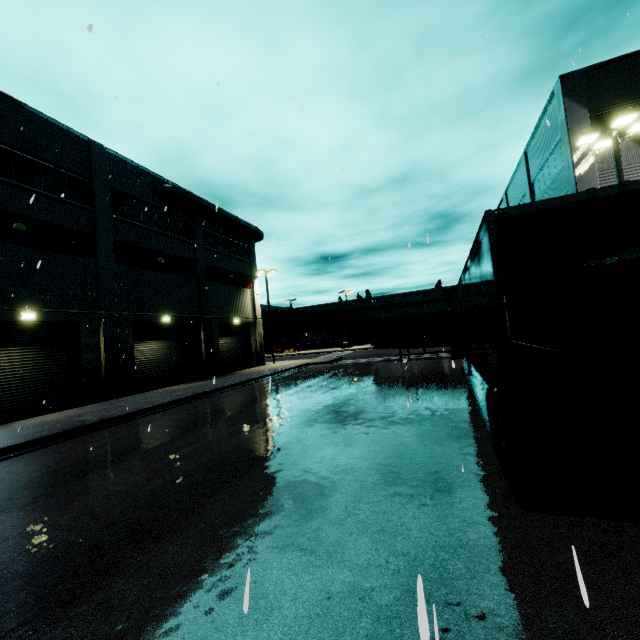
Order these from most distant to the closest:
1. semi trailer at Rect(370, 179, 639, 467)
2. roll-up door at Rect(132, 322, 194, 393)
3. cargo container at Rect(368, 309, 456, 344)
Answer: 1. cargo container at Rect(368, 309, 456, 344)
2. roll-up door at Rect(132, 322, 194, 393)
3. semi trailer at Rect(370, 179, 639, 467)

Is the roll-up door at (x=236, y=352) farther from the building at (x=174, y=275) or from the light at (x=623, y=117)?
the light at (x=623, y=117)

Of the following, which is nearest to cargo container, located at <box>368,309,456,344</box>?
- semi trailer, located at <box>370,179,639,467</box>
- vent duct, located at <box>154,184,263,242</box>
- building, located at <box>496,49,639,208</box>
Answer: semi trailer, located at <box>370,179,639,467</box>

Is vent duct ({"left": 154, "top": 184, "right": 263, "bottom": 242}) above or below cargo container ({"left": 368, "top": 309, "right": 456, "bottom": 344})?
above

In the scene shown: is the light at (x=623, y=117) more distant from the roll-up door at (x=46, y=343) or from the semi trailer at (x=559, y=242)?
the roll-up door at (x=46, y=343)

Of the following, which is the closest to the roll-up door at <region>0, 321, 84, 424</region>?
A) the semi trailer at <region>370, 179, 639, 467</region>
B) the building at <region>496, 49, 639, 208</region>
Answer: the building at <region>496, 49, 639, 208</region>

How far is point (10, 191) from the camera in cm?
1473

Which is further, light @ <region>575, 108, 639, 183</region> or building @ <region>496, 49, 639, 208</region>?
Answer: building @ <region>496, 49, 639, 208</region>
